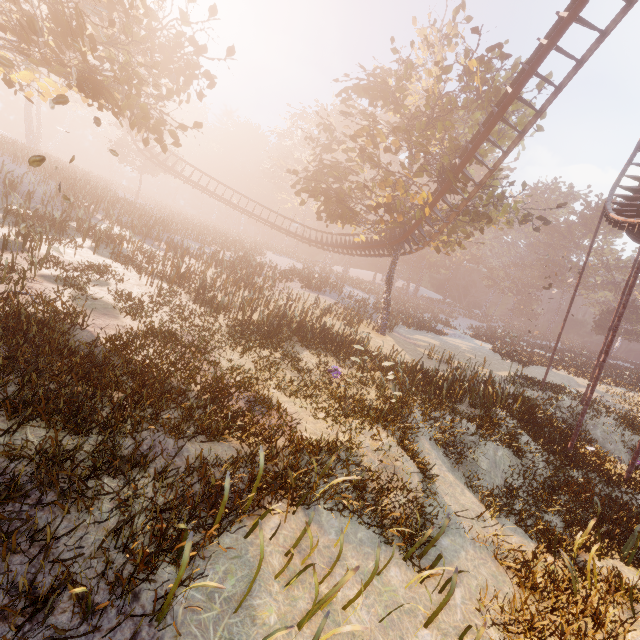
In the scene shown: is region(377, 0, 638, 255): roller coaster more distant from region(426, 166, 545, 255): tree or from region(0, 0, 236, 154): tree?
region(0, 0, 236, 154): tree

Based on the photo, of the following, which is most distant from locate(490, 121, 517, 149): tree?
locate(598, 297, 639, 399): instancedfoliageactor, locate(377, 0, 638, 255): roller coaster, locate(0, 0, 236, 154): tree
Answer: locate(598, 297, 639, 399): instancedfoliageactor

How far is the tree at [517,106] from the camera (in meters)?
18.31

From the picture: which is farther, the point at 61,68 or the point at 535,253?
the point at 535,253

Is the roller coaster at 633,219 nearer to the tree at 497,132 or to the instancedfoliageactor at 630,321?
the tree at 497,132

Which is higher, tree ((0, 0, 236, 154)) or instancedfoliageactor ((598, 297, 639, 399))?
tree ((0, 0, 236, 154))

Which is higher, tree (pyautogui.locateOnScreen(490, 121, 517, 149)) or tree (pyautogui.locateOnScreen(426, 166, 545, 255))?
tree (pyautogui.locateOnScreen(490, 121, 517, 149))

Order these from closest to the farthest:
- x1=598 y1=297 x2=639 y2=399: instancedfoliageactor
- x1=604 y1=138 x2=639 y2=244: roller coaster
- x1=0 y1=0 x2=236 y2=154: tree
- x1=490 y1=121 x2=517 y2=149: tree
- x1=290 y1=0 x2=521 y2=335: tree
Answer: x1=0 y1=0 x2=236 y2=154: tree
x1=604 y1=138 x2=639 y2=244: roller coaster
x1=290 y1=0 x2=521 y2=335: tree
x1=490 y1=121 x2=517 y2=149: tree
x1=598 y1=297 x2=639 y2=399: instancedfoliageactor
